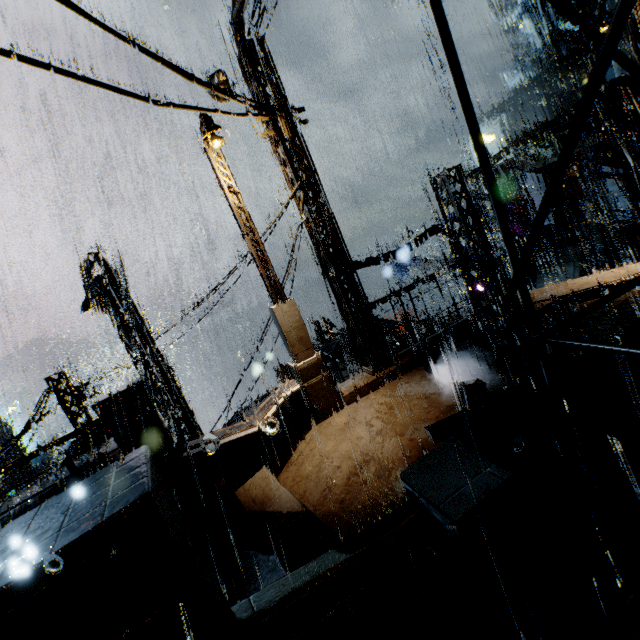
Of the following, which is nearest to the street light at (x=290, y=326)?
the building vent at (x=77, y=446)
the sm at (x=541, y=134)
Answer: the building vent at (x=77, y=446)

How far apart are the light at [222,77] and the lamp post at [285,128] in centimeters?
217cm

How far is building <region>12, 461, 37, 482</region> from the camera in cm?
4538

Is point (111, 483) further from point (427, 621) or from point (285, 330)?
point (285, 330)

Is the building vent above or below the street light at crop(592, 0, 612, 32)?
below

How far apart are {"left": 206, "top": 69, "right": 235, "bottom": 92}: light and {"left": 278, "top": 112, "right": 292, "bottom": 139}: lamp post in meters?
2.2 m

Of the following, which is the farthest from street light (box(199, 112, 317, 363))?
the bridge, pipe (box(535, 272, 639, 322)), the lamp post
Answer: pipe (box(535, 272, 639, 322))

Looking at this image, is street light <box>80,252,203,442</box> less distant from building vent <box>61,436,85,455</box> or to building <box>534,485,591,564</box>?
building <box>534,485,591,564</box>
